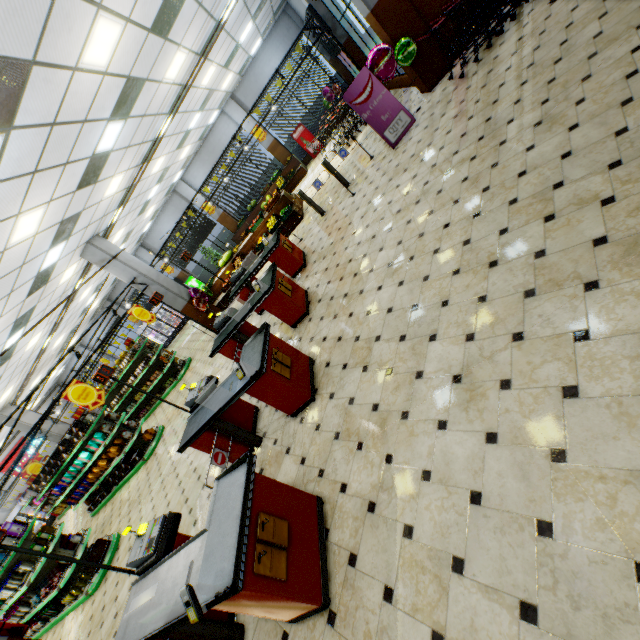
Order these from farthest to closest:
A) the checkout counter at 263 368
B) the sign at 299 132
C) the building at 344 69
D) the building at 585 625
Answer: the sign at 299 132, the building at 344 69, the checkout counter at 263 368, the building at 585 625

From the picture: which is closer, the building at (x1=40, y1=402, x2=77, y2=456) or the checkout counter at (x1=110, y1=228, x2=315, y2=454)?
the checkout counter at (x1=110, y1=228, x2=315, y2=454)

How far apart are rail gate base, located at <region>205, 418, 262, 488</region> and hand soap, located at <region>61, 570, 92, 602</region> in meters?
6.7 m

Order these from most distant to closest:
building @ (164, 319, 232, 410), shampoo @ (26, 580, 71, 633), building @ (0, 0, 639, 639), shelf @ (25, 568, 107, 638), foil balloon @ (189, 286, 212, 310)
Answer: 1. foil balloon @ (189, 286, 212, 310)
2. building @ (164, 319, 232, 410)
3. shampoo @ (26, 580, 71, 633)
4. shelf @ (25, 568, 107, 638)
5. building @ (0, 0, 639, 639)

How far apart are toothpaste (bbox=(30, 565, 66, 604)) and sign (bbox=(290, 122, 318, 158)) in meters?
18.4 m

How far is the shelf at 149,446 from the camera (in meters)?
9.74

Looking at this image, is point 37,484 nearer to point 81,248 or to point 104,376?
point 81,248

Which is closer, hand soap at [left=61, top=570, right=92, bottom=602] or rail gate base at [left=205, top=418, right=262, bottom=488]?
rail gate base at [left=205, top=418, right=262, bottom=488]
